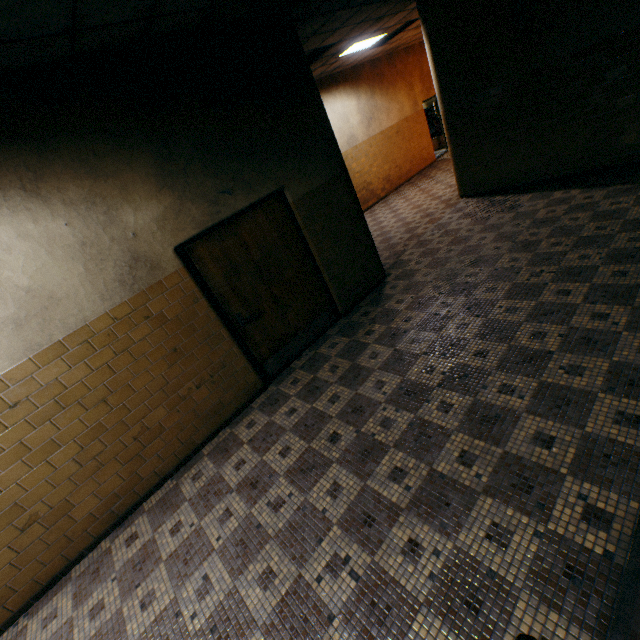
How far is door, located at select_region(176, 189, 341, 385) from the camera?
3.95m

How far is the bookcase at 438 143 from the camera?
14.7 meters

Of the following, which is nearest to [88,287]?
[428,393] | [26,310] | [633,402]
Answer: [26,310]

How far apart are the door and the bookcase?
13.3 meters

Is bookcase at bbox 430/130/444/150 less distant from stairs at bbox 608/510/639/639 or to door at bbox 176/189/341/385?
door at bbox 176/189/341/385

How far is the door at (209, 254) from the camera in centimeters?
395cm

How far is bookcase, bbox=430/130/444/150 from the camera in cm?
1470
